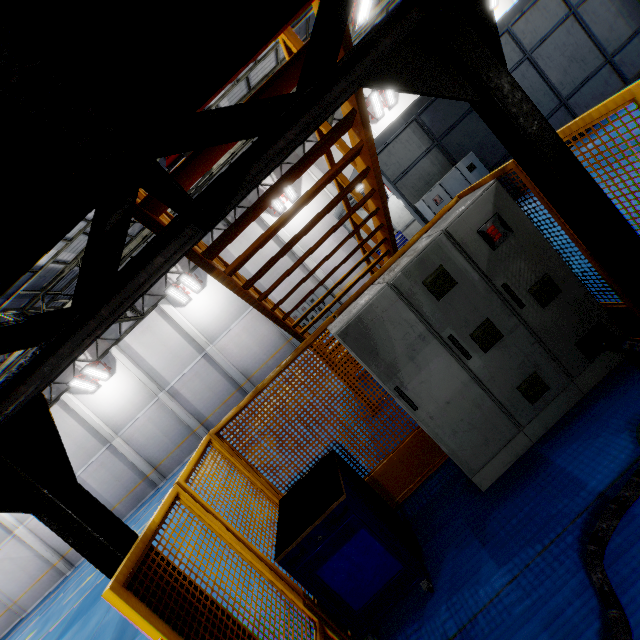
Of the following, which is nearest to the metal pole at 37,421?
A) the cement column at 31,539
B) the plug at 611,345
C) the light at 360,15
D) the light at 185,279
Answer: the plug at 611,345

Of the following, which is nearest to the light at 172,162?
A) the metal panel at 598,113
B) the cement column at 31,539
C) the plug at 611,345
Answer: the metal panel at 598,113

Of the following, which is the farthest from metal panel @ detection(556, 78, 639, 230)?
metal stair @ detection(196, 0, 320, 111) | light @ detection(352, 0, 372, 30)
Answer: light @ detection(352, 0, 372, 30)

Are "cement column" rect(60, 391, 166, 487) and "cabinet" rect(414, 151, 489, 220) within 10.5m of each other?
no

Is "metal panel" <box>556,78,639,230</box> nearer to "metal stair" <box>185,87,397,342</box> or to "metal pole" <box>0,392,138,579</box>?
"metal pole" <box>0,392,138,579</box>

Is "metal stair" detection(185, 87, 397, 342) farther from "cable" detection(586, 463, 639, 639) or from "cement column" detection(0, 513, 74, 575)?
"cement column" detection(0, 513, 74, 575)

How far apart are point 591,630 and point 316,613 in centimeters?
204cm

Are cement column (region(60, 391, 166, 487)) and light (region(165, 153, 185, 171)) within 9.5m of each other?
no
